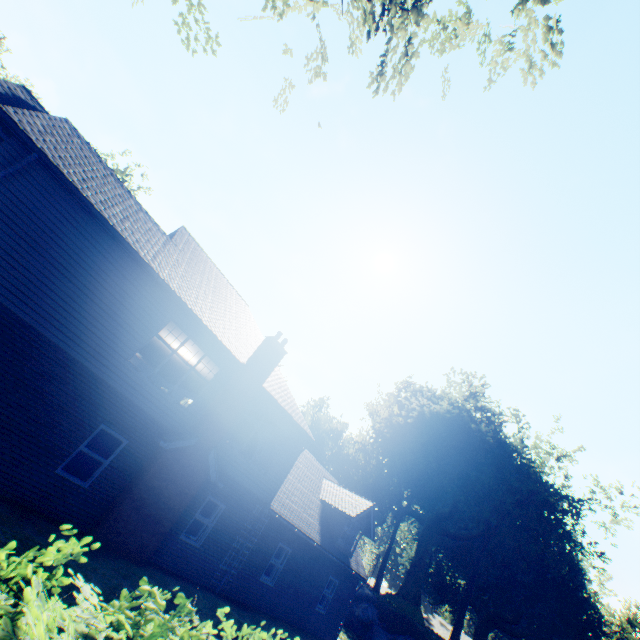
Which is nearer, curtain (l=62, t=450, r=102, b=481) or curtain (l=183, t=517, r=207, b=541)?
curtain (l=62, t=450, r=102, b=481)

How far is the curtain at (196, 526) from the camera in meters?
12.1

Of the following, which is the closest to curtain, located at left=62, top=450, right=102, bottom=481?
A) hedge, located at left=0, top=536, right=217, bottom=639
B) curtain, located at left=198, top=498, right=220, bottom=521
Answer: curtain, located at left=198, top=498, right=220, bottom=521

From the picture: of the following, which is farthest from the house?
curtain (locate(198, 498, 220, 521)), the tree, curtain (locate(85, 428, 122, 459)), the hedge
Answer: the hedge

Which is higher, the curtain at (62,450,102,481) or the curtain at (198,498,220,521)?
the curtain at (198,498,220,521)

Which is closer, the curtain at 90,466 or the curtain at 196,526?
the curtain at 90,466

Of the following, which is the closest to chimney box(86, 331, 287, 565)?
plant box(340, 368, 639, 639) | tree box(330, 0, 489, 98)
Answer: tree box(330, 0, 489, 98)

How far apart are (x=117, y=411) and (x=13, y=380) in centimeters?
272cm
